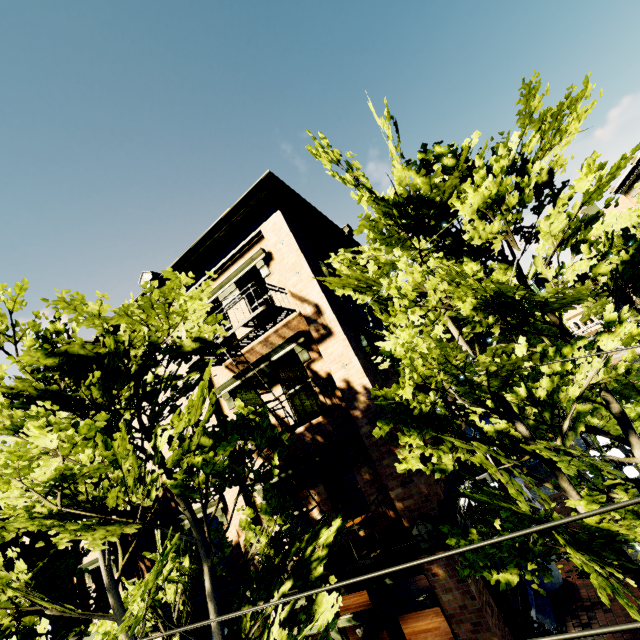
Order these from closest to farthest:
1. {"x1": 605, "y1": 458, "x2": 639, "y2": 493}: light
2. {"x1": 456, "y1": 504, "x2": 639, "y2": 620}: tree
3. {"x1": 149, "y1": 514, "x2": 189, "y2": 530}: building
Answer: {"x1": 456, "y1": 504, "x2": 639, "y2": 620}: tree
{"x1": 605, "y1": 458, "x2": 639, "y2": 493}: light
{"x1": 149, "y1": 514, "x2": 189, "y2": 530}: building

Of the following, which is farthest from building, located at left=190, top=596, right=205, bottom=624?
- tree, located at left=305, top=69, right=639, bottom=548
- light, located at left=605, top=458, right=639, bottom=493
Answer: light, located at left=605, top=458, right=639, bottom=493

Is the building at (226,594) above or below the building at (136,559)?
below

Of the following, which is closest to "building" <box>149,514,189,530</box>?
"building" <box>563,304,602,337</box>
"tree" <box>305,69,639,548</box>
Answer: "tree" <box>305,69,639,548</box>

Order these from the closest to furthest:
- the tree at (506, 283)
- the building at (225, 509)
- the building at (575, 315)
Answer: the tree at (506, 283)
the building at (225, 509)
the building at (575, 315)

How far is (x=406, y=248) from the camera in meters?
6.5 m

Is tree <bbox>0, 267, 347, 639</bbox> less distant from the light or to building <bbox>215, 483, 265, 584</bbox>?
building <bbox>215, 483, 265, 584</bbox>

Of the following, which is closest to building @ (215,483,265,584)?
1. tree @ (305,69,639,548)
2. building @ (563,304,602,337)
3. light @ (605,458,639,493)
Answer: tree @ (305,69,639,548)
